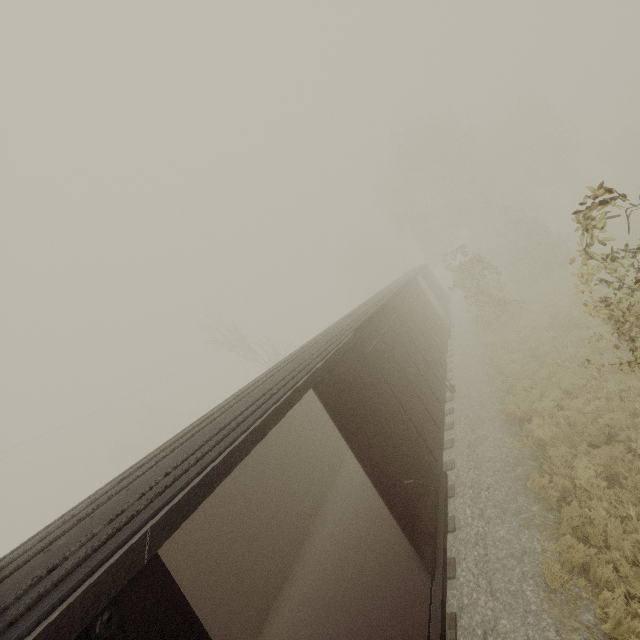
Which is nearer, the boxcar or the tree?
the boxcar

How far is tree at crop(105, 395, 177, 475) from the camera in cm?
4672

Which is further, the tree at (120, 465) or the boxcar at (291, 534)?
the tree at (120, 465)

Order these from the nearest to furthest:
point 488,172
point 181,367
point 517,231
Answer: point 517,231
point 488,172
point 181,367

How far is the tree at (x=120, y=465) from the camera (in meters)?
46.72
